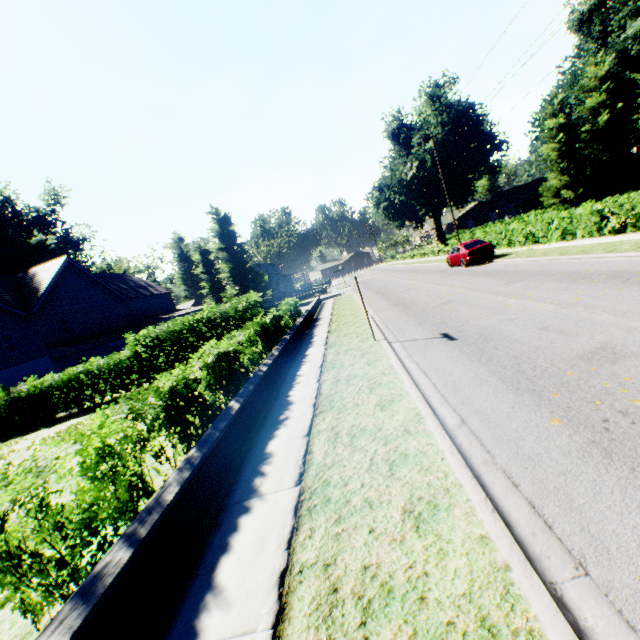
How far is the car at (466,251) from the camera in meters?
21.1

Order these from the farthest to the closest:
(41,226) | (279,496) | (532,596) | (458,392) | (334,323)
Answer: (41,226)
(334,323)
(458,392)
(279,496)
(532,596)

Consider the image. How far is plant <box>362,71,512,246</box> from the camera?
43.2m

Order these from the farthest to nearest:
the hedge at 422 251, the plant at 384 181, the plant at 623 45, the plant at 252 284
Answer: the plant at 384 181 → the plant at 252 284 → the plant at 623 45 → the hedge at 422 251

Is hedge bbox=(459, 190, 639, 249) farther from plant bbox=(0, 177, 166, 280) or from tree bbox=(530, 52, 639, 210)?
plant bbox=(0, 177, 166, 280)

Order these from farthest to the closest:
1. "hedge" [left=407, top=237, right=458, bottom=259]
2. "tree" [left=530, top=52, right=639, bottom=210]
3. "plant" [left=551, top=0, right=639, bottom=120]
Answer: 1. "plant" [left=551, top=0, right=639, bottom=120]
2. "hedge" [left=407, top=237, right=458, bottom=259]
3. "tree" [left=530, top=52, right=639, bottom=210]

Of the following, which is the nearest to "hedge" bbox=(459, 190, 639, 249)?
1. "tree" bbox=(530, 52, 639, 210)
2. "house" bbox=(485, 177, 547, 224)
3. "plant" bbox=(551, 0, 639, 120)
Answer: "tree" bbox=(530, 52, 639, 210)
